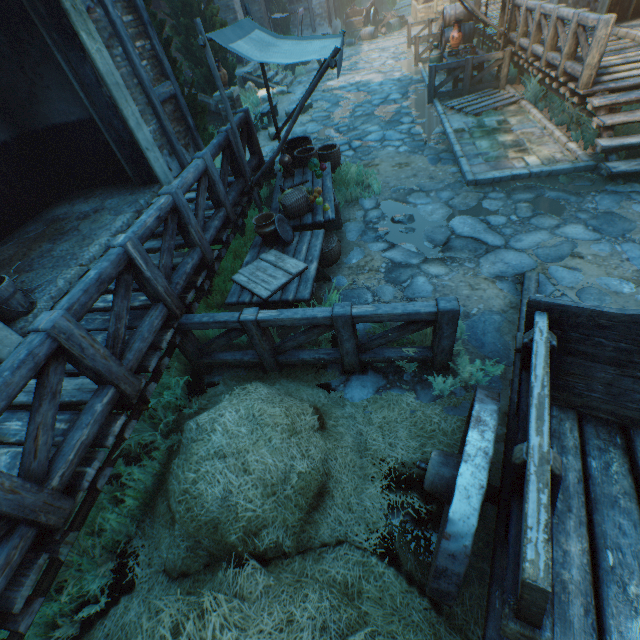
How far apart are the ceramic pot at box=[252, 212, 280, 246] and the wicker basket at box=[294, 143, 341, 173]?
2.58m

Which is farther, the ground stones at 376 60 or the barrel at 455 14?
the barrel at 455 14

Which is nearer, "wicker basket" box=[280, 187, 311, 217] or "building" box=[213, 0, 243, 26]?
"wicker basket" box=[280, 187, 311, 217]

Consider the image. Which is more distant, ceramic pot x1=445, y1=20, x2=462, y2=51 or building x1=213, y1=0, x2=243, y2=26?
building x1=213, y1=0, x2=243, y2=26

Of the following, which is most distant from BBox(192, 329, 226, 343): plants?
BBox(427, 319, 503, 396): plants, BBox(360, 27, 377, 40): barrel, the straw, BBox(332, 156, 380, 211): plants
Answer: BBox(360, 27, 377, 40): barrel

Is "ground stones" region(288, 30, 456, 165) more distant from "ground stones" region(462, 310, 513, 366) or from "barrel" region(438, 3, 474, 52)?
"barrel" region(438, 3, 474, 52)

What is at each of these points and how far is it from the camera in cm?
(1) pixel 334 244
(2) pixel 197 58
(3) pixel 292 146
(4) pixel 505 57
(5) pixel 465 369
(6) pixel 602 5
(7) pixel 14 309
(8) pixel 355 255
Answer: (1) wicker basket, 516
(2) tree, 1023
(3) barrel, 732
(4) fence, 896
(5) plants, 343
(6) building, 809
(7) bucket, 383
(8) ground stones, 537

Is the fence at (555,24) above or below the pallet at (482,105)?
above
